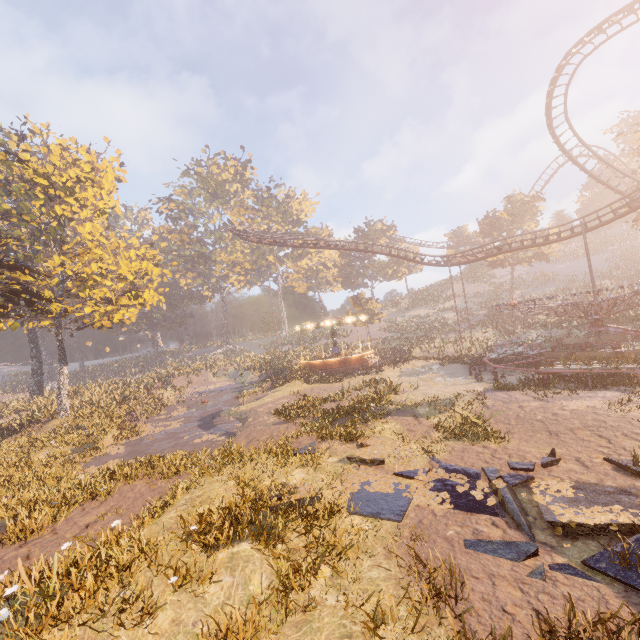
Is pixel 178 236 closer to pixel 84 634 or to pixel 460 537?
pixel 84 634

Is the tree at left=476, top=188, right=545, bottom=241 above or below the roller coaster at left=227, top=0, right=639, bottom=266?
below

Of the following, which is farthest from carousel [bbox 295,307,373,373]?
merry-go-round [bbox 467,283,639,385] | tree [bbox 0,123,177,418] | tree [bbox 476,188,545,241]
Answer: tree [bbox 476,188,545,241]

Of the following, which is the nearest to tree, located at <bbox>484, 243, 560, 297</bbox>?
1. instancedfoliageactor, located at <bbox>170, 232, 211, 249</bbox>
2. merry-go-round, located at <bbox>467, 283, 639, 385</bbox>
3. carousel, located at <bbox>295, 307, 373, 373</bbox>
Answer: merry-go-round, located at <bbox>467, 283, 639, 385</bbox>

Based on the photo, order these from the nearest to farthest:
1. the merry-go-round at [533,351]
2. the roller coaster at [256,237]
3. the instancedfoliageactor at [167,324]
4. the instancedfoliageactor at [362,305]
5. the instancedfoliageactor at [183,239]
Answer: the merry-go-round at [533,351], the roller coaster at [256,237], the instancedfoliageactor at [362,305], the instancedfoliageactor at [183,239], the instancedfoliageactor at [167,324]

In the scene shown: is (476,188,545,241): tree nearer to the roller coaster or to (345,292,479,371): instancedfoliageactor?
the roller coaster

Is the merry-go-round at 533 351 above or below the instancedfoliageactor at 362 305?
below

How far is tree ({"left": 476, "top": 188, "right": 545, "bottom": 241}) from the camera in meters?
43.1 m
